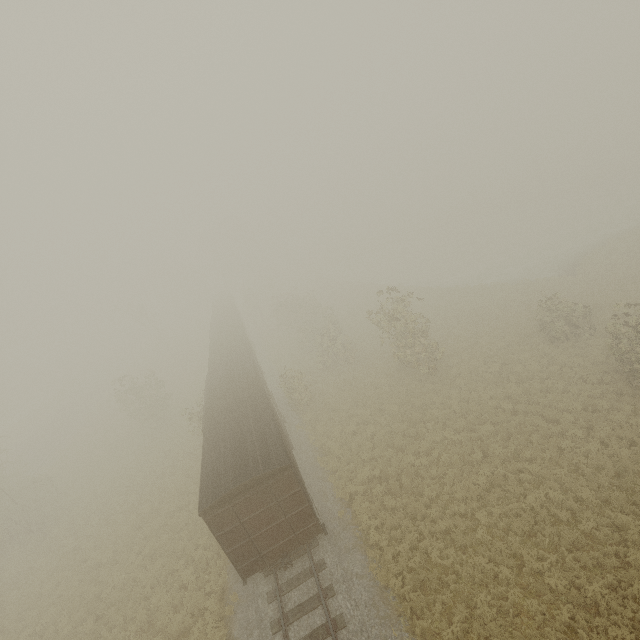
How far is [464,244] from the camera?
54.7m

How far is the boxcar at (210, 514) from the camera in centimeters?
1139cm

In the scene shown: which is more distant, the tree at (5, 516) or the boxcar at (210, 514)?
the tree at (5, 516)

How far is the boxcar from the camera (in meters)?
11.39

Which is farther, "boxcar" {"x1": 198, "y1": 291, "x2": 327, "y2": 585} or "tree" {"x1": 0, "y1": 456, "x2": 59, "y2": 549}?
"tree" {"x1": 0, "y1": 456, "x2": 59, "y2": 549}
